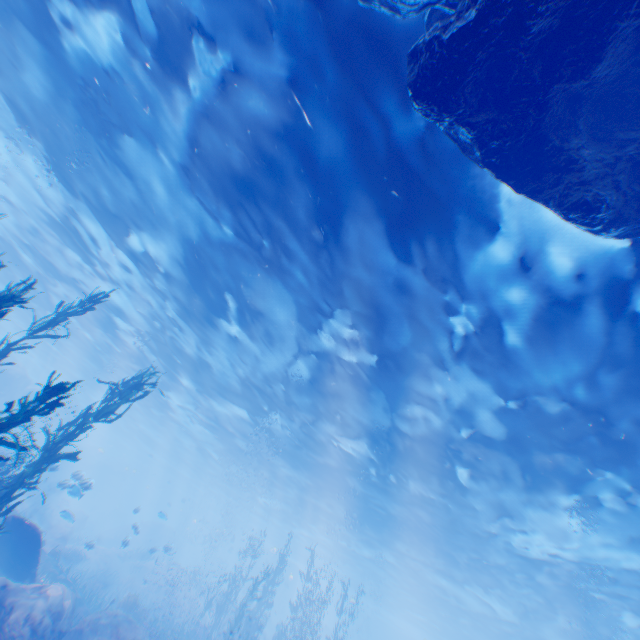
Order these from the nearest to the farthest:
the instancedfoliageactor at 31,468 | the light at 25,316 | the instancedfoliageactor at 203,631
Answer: the instancedfoliageactor at 31,468, the instancedfoliageactor at 203,631, the light at 25,316

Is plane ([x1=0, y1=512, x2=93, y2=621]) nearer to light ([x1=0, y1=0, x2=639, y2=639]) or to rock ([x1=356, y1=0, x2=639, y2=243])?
rock ([x1=356, y1=0, x2=639, y2=243])

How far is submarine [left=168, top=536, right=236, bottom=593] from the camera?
47.56m

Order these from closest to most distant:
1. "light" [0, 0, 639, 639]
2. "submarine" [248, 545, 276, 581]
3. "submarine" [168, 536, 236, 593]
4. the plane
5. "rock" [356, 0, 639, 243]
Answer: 1. "rock" [356, 0, 639, 243]
2. "light" [0, 0, 639, 639]
3. the plane
4. "submarine" [168, 536, 236, 593]
5. "submarine" [248, 545, 276, 581]

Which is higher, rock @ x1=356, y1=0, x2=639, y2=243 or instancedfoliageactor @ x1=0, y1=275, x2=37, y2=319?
rock @ x1=356, y1=0, x2=639, y2=243

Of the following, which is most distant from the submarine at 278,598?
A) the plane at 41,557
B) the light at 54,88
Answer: the plane at 41,557

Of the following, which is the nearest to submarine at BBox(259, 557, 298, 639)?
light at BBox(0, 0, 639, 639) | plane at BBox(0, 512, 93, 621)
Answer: light at BBox(0, 0, 639, 639)

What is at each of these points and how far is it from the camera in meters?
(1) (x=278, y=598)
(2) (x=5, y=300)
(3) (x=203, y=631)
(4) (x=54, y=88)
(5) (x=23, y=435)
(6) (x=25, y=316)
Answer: (1) submarine, 45.8
(2) instancedfoliageactor, 6.8
(3) instancedfoliageactor, 19.0
(4) light, 11.4
(5) rock, 32.1
(6) light, 33.0
